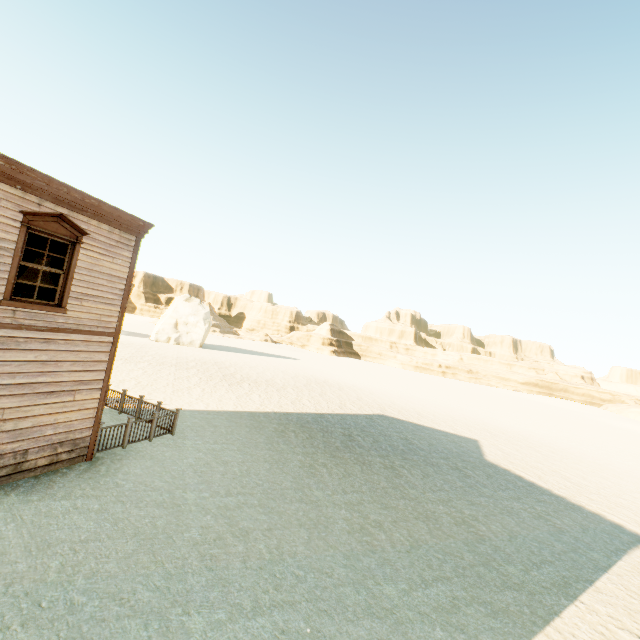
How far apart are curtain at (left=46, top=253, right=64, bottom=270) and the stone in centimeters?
3755cm

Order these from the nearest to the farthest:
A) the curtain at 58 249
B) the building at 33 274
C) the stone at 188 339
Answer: the curtain at 58 249 < the building at 33 274 < the stone at 188 339

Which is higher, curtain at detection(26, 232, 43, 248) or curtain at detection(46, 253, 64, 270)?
curtain at detection(26, 232, 43, 248)

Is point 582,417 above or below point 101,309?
below

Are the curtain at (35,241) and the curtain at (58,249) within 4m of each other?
yes

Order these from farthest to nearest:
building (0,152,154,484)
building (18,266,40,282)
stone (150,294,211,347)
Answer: stone (150,294,211,347), building (18,266,40,282), building (0,152,154,484)

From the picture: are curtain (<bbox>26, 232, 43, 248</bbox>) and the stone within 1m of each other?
no

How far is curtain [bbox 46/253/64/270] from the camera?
7.74m
